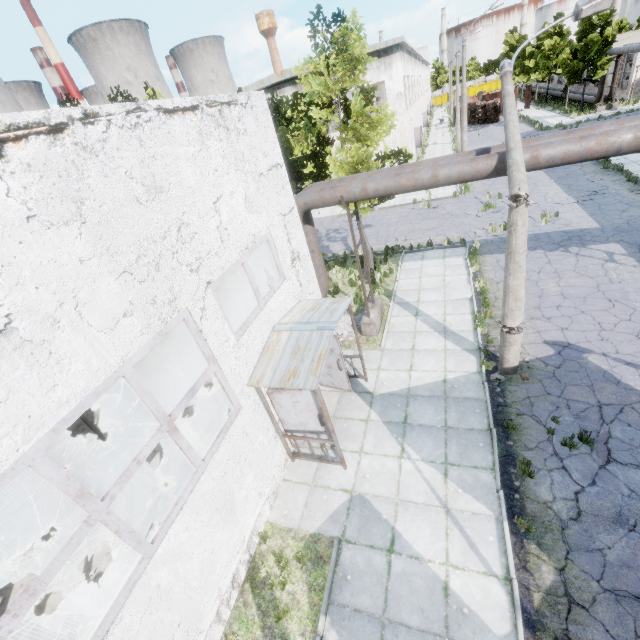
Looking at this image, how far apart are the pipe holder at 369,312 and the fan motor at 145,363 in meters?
7.9

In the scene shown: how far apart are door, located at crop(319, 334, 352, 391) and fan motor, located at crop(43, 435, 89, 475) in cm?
755

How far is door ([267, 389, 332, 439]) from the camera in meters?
7.4

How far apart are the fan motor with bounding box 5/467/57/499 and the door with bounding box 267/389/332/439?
6.7 meters

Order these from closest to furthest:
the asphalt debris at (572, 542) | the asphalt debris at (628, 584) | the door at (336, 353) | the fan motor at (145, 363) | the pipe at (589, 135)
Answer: the asphalt debris at (628, 584)
the asphalt debris at (572, 542)
the pipe at (589, 135)
the door at (336, 353)
the fan motor at (145, 363)

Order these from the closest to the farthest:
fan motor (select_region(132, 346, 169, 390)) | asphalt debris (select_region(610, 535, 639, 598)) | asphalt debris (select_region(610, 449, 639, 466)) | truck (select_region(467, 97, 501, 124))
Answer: asphalt debris (select_region(610, 535, 639, 598)), asphalt debris (select_region(610, 449, 639, 466)), fan motor (select_region(132, 346, 169, 390)), truck (select_region(467, 97, 501, 124))

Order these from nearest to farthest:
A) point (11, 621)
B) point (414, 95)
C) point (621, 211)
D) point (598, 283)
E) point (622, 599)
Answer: point (11, 621) < point (622, 599) < point (598, 283) < point (621, 211) < point (414, 95)

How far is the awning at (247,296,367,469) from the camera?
6.5 meters
